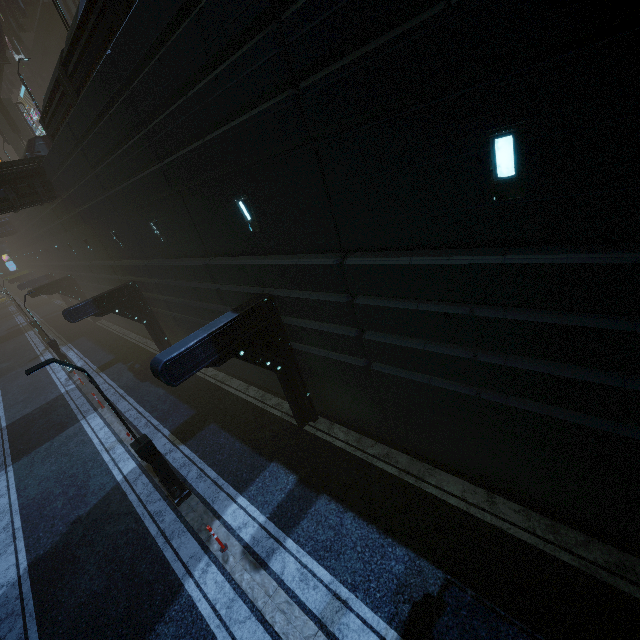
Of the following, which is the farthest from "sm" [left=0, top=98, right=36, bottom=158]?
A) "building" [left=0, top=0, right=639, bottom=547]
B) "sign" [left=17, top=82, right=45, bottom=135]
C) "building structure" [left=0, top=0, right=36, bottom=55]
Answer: "sign" [left=17, top=82, right=45, bottom=135]

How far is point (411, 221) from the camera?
5.6m

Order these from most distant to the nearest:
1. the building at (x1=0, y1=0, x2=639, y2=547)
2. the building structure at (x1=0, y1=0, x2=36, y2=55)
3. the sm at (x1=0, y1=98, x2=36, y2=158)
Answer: the sm at (x1=0, y1=98, x2=36, y2=158), the building structure at (x1=0, y1=0, x2=36, y2=55), the building at (x1=0, y1=0, x2=639, y2=547)

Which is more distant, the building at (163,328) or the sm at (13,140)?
the sm at (13,140)

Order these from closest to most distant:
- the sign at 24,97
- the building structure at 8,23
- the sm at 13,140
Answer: the building structure at 8,23, the sm at 13,140, the sign at 24,97

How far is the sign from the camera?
43.06m

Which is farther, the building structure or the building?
the building structure

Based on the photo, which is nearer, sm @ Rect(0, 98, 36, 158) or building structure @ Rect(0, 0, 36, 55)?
building structure @ Rect(0, 0, 36, 55)
